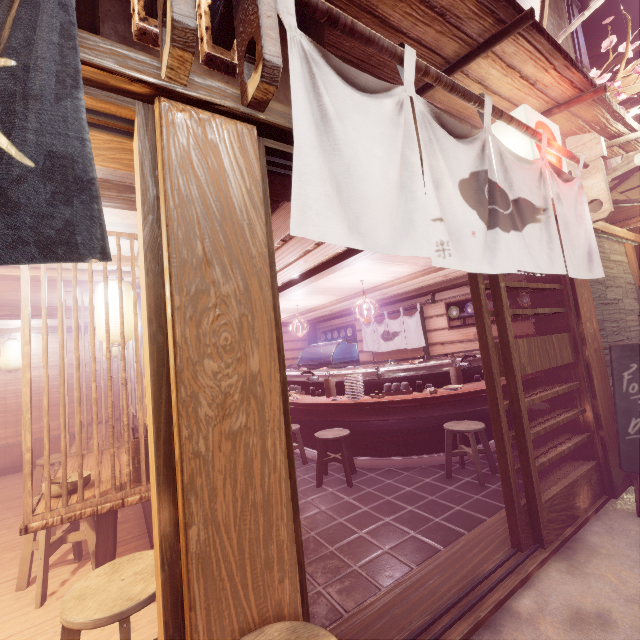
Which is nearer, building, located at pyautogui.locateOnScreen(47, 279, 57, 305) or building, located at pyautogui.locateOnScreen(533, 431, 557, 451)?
building, located at pyautogui.locateOnScreen(47, 279, 57, 305)

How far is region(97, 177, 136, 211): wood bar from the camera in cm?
353

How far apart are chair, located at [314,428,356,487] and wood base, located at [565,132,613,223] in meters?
6.7

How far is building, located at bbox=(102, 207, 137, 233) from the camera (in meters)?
4.46

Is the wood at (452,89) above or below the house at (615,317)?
above

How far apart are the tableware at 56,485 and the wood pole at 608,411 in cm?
850

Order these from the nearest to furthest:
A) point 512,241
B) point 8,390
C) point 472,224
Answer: point 472,224, point 512,241, point 8,390

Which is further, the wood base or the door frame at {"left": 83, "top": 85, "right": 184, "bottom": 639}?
the wood base
